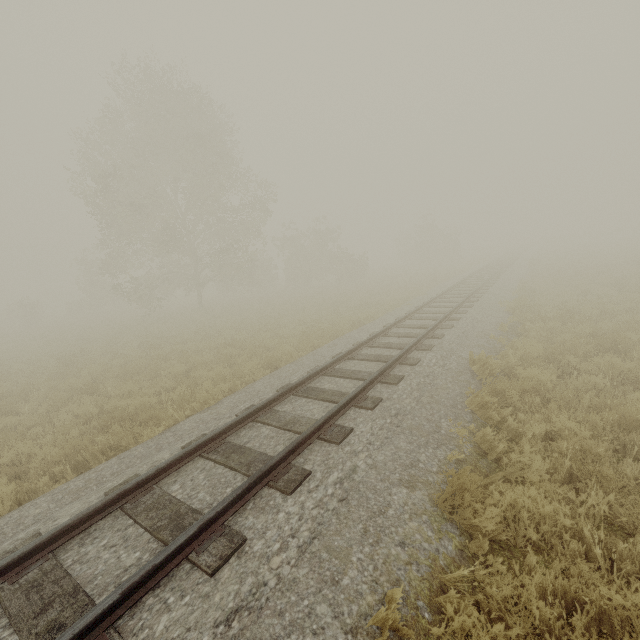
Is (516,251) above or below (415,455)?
above

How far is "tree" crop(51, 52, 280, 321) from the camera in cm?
2011

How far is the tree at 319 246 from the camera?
33.19m

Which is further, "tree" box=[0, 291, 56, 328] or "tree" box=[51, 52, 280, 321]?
"tree" box=[0, 291, 56, 328]

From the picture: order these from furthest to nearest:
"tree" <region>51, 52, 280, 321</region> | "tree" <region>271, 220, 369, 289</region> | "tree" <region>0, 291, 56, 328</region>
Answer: "tree" <region>271, 220, 369, 289</region>
"tree" <region>0, 291, 56, 328</region>
"tree" <region>51, 52, 280, 321</region>
